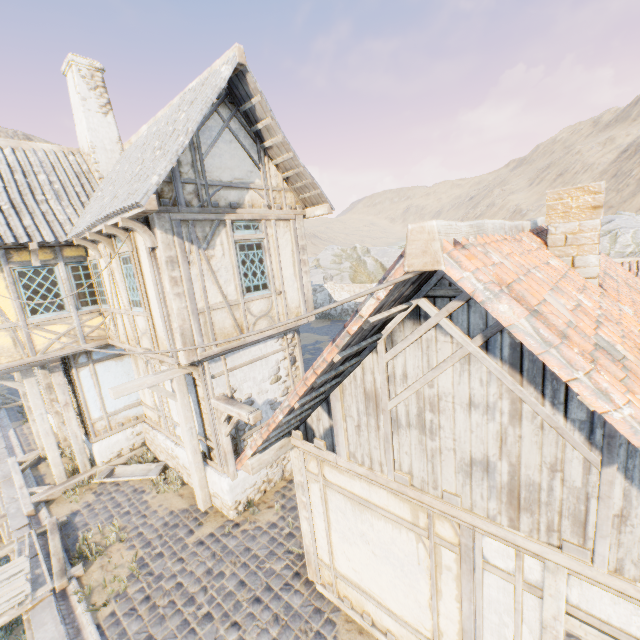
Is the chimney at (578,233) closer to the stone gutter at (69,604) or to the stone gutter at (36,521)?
the stone gutter at (69,604)

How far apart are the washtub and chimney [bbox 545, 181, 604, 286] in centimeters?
1058cm

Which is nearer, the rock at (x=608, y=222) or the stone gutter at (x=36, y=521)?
the stone gutter at (x=36, y=521)

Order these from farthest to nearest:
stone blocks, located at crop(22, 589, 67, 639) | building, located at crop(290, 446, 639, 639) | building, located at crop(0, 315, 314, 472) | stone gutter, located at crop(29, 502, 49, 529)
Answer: stone gutter, located at crop(29, 502, 49, 529), building, located at crop(0, 315, 314, 472), stone blocks, located at crop(22, 589, 67, 639), building, located at crop(290, 446, 639, 639)

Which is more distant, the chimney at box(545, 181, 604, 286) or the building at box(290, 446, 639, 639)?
the chimney at box(545, 181, 604, 286)

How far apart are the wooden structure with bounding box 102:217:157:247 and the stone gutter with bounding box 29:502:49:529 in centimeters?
760cm

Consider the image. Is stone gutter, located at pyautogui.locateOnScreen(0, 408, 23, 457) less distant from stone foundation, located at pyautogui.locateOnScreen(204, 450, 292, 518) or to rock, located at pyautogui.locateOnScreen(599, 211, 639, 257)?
stone foundation, located at pyautogui.locateOnScreen(204, 450, 292, 518)

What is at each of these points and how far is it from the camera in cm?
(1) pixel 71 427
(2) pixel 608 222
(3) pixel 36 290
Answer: (1) wooden structure, 940
(2) rock, 2136
(3) building, 826
